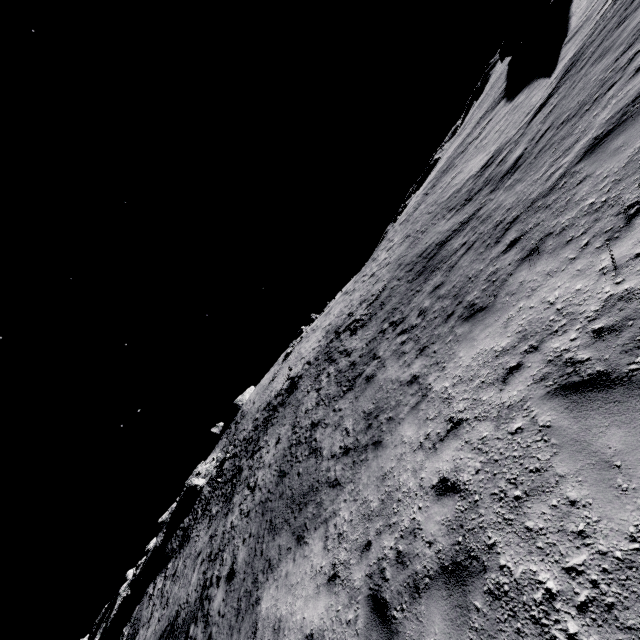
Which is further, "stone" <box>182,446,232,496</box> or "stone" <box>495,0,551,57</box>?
"stone" <box>182,446,232,496</box>

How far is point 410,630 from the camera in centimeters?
380cm

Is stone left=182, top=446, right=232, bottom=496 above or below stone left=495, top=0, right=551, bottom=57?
above

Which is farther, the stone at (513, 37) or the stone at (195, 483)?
the stone at (195, 483)

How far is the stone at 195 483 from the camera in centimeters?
3872cm

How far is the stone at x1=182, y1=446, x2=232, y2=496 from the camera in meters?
38.7 m
